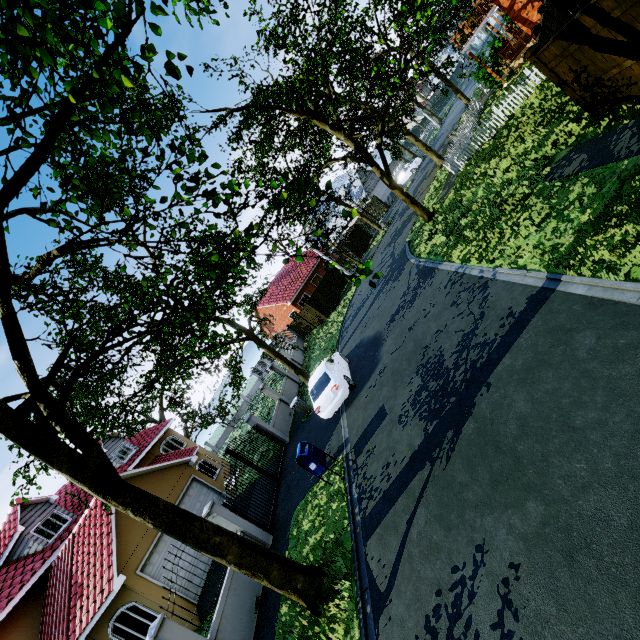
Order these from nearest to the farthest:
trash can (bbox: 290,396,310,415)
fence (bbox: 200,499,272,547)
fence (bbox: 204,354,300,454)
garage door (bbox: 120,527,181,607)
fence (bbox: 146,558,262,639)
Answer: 1. fence (bbox: 146,558,262,639)
2. fence (bbox: 200,499,272,547)
3. garage door (bbox: 120,527,181,607)
4. trash can (bbox: 290,396,310,415)
5. fence (bbox: 204,354,300,454)

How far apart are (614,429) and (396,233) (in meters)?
23.72

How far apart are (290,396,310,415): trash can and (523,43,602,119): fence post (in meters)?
14.59

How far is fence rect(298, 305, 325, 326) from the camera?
30.2 meters

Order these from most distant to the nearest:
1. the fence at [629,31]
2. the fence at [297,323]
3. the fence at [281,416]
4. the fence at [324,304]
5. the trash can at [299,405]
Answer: the fence at [297,323] < the fence at [324,304] < the fence at [281,416] < the trash can at [299,405] < the fence at [629,31]

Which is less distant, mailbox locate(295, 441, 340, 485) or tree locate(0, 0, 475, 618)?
tree locate(0, 0, 475, 618)

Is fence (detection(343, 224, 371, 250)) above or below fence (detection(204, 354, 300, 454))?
above

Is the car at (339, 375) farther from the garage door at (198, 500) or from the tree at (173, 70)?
the garage door at (198, 500)
